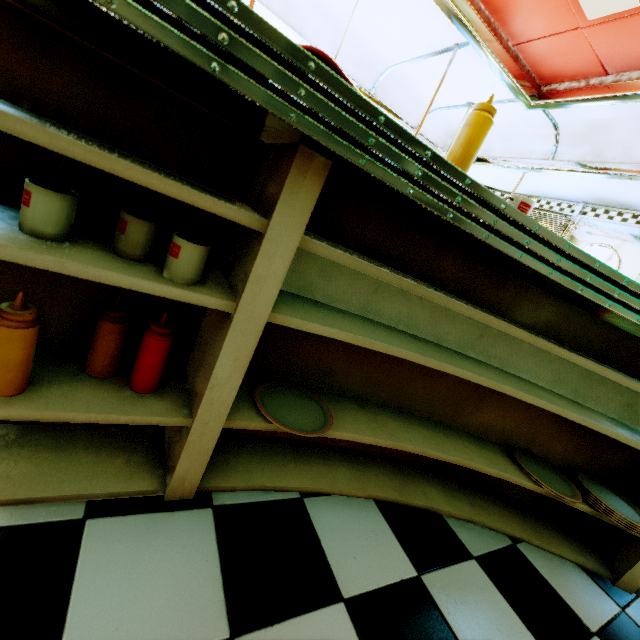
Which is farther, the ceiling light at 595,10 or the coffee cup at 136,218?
the ceiling light at 595,10

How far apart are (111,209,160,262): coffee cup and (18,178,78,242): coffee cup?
0.08m

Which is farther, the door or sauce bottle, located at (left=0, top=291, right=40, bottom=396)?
the door

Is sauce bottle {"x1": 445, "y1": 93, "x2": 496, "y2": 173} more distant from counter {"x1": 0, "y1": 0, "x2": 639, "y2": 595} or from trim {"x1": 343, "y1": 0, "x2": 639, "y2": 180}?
trim {"x1": 343, "y1": 0, "x2": 639, "y2": 180}

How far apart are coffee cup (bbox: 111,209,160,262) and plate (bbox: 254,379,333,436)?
→ 0.50m

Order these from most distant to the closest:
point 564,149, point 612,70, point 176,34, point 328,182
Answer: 1. point 564,149
2. point 612,70
3. point 328,182
4. point 176,34

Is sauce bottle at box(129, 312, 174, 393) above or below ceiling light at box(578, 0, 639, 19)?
below

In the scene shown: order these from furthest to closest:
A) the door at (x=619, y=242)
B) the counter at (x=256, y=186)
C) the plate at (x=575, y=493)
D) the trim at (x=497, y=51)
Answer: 1. the door at (x=619, y=242)
2. the trim at (x=497, y=51)
3. the plate at (x=575, y=493)
4. the counter at (x=256, y=186)
